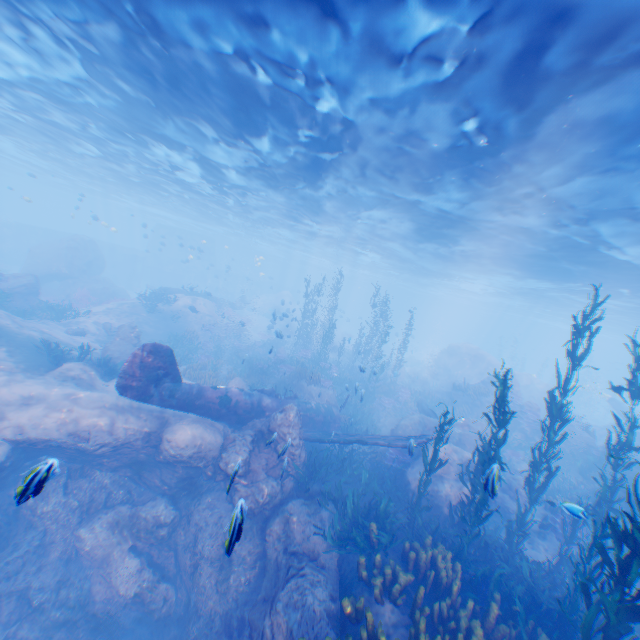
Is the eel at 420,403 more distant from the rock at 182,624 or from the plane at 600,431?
the plane at 600,431

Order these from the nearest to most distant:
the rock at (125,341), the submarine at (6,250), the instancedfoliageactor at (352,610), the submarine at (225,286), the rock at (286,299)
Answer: the instancedfoliageactor at (352,610) → the rock at (125,341) → the rock at (286,299) → the submarine at (6,250) → the submarine at (225,286)

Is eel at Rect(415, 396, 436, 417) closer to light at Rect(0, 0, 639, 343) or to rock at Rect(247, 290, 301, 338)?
rock at Rect(247, 290, 301, 338)

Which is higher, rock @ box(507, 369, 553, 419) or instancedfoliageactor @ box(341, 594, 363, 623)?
rock @ box(507, 369, 553, 419)

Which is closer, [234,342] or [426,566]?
[426,566]

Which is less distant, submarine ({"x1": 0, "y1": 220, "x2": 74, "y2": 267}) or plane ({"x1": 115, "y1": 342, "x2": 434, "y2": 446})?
plane ({"x1": 115, "y1": 342, "x2": 434, "y2": 446})

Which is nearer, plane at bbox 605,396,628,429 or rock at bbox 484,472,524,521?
rock at bbox 484,472,524,521

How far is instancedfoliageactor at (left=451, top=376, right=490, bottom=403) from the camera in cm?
2300
